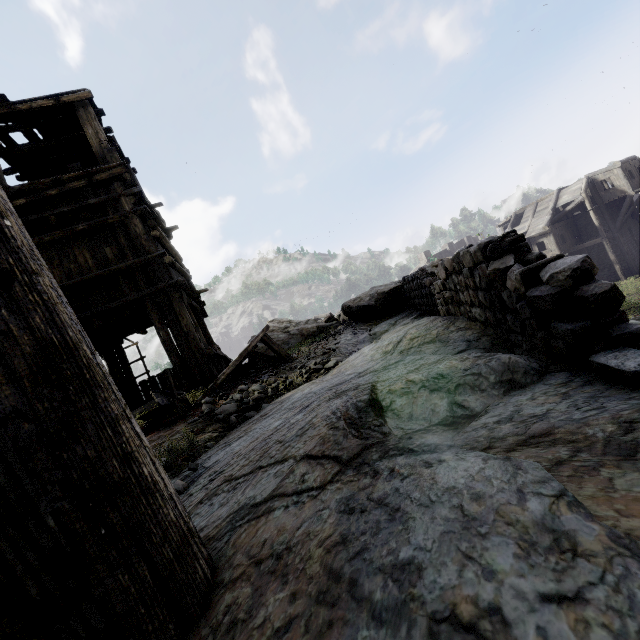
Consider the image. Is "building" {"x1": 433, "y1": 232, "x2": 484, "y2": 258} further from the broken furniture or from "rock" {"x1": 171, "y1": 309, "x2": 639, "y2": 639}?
the broken furniture

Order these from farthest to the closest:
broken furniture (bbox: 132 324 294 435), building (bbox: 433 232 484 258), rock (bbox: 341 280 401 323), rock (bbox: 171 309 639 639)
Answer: building (bbox: 433 232 484 258) → rock (bbox: 341 280 401 323) → broken furniture (bbox: 132 324 294 435) → rock (bbox: 171 309 639 639)

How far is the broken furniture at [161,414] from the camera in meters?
4.5

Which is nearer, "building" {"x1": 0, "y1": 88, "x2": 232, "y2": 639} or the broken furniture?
"building" {"x1": 0, "y1": 88, "x2": 232, "y2": 639}

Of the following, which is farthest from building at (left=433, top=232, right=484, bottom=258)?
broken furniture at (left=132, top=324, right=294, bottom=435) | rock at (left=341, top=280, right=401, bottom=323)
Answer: broken furniture at (left=132, top=324, right=294, bottom=435)

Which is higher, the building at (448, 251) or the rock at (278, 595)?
the building at (448, 251)

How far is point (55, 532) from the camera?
0.7m

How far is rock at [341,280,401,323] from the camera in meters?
8.5 m
